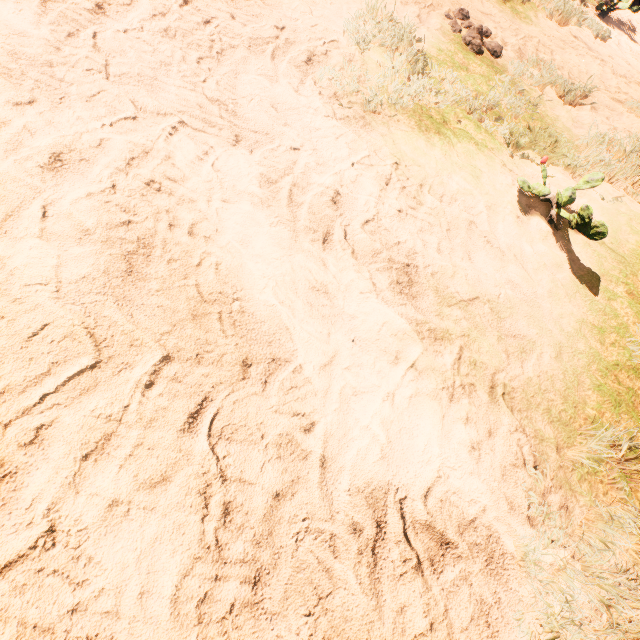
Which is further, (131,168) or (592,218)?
(592,218)
